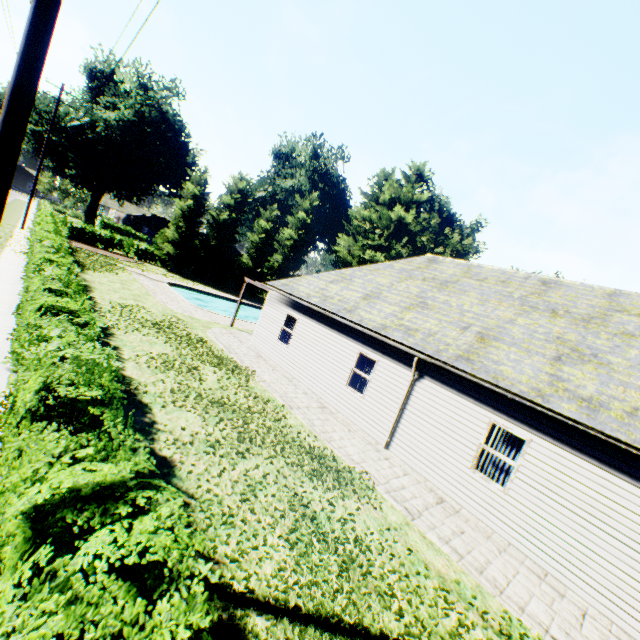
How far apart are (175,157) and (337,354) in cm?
5118

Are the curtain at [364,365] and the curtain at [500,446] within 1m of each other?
no

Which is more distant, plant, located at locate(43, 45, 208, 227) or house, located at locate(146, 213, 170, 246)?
house, located at locate(146, 213, 170, 246)

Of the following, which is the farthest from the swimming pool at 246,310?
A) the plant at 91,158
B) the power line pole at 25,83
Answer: the power line pole at 25,83

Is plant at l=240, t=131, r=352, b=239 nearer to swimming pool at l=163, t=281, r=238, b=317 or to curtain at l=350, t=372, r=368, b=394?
swimming pool at l=163, t=281, r=238, b=317

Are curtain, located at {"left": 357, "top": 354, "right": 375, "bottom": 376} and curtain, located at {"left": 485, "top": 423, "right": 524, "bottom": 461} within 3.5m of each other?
no

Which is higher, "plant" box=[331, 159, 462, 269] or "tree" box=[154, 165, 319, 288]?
"plant" box=[331, 159, 462, 269]

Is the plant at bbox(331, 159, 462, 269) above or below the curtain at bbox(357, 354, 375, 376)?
above
